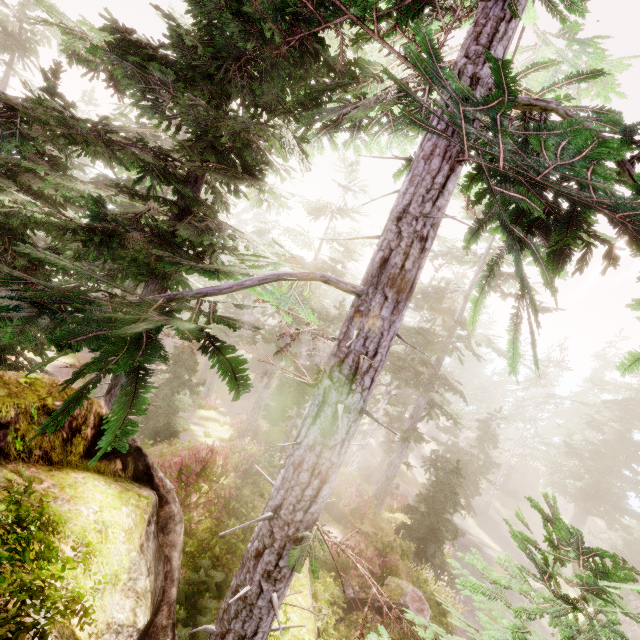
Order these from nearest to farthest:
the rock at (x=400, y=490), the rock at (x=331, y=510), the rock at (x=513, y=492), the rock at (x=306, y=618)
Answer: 1. the rock at (x=306, y=618)
2. the rock at (x=331, y=510)
3. the rock at (x=400, y=490)
4. the rock at (x=513, y=492)

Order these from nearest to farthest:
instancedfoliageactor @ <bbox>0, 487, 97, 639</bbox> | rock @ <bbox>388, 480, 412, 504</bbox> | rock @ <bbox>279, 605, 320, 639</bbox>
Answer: instancedfoliageactor @ <bbox>0, 487, 97, 639</bbox> < rock @ <bbox>279, 605, 320, 639</bbox> < rock @ <bbox>388, 480, 412, 504</bbox>

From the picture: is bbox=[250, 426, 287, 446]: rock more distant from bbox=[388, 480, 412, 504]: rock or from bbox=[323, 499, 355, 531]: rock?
bbox=[323, 499, 355, 531]: rock

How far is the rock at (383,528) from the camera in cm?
1443

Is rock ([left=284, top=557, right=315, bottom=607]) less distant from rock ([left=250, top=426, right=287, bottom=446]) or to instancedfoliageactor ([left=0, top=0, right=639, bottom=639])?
instancedfoliageactor ([left=0, top=0, right=639, bottom=639])

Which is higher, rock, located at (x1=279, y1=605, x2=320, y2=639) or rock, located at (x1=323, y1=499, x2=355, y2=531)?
rock, located at (x1=279, y1=605, x2=320, y2=639)

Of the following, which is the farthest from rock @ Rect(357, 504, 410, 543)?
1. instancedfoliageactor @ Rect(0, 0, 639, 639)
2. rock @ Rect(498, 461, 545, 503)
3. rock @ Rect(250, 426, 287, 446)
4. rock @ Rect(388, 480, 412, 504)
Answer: rock @ Rect(388, 480, 412, 504)

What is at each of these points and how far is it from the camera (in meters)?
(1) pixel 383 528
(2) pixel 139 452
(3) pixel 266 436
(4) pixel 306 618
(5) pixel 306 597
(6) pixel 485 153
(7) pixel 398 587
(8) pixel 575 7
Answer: (1) rock, 15.78
(2) rock, 4.79
(3) rock, 27.03
(4) rock, 7.45
(5) rock, 7.91
(6) instancedfoliageactor, 5.07
(7) rock, 10.37
(8) instancedfoliageactor, 2.95
